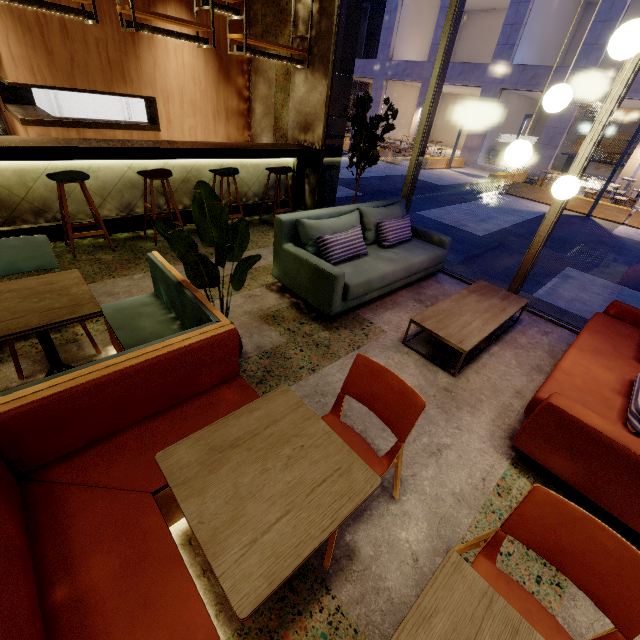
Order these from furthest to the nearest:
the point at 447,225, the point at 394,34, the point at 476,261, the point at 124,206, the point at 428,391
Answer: the point at 394,34, the point at 447,225, the point at 476,261, the point at 124,206, the point at 428,391

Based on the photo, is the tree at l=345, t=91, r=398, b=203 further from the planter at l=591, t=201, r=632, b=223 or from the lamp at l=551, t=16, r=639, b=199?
the planter at l=591, t=201, r=632, b=223

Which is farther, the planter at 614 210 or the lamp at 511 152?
the planter at 614 210

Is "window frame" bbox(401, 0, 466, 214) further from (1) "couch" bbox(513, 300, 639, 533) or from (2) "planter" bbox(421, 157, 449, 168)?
(2) "planter" bbox(421, 157, 449, 168)

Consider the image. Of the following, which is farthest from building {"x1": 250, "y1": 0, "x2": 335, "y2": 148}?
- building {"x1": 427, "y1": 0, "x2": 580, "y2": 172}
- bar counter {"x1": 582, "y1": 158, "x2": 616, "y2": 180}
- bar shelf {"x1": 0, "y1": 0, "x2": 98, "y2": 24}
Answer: bar counter {"x1": 582, "y1": 158, "x2": 616, "y2": 180}

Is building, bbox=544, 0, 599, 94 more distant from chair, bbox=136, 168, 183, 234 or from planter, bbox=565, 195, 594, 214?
chair, bbox=136, 168, 183, 234

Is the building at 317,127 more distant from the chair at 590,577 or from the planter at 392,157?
the planter at 392,157

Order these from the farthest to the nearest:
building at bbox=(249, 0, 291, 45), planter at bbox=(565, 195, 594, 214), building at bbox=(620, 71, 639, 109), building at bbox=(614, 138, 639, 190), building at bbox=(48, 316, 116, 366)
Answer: building at bbox=(614, 138, 639, 190), building at bbox=(620, 71, 639, 109), planter at bbox=(565, 195, 594, 214), building at bbox=(249, 0, 291, 45), building at bbox=(48, 316, 116, 366)
